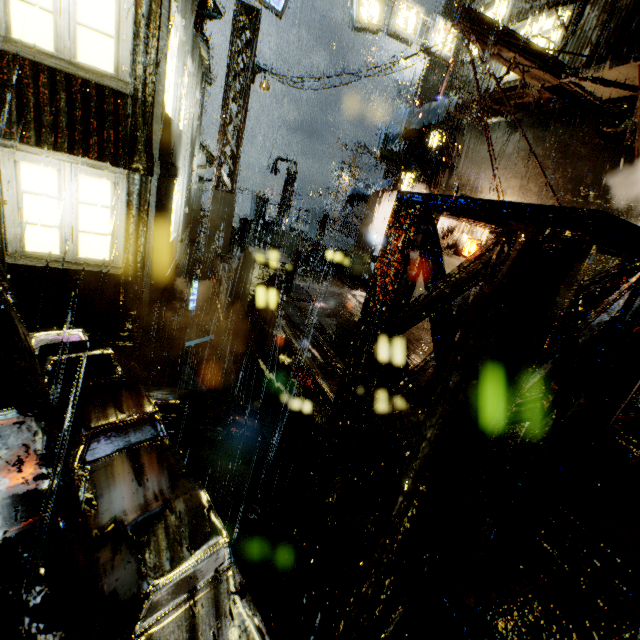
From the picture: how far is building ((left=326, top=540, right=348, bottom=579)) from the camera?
4.3m

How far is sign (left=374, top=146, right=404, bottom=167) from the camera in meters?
17.2

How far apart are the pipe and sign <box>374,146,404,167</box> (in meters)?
4.91

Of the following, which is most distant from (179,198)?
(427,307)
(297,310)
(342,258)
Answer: (427,307)

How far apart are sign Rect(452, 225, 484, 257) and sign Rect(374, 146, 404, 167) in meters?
6.8

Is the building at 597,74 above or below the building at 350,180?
above

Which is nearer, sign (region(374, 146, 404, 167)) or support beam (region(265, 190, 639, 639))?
support beam (region(265, 190, 639, 639))

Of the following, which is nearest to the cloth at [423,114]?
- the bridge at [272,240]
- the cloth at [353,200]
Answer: the cloth at [353,200]
